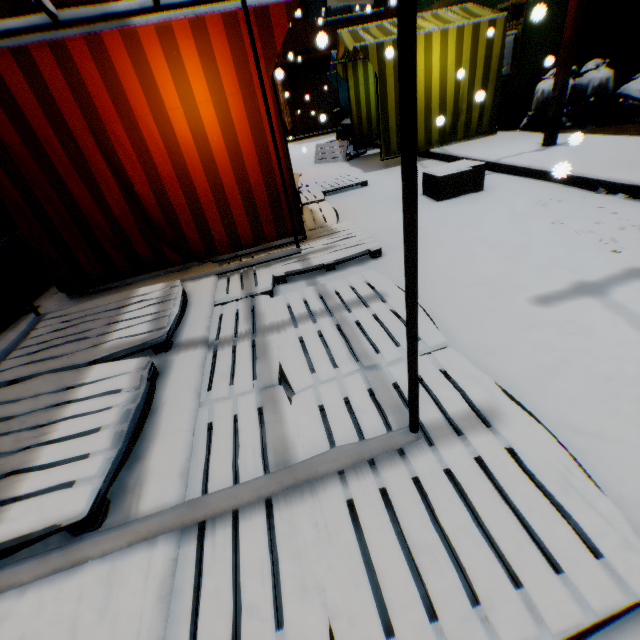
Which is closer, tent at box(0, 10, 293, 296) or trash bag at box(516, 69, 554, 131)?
tent at box(0, 10, 293, 296)

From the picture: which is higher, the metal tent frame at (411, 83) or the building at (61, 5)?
the building at (61, 5)

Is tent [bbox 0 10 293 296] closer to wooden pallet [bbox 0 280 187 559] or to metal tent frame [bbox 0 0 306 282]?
metal tent frame [bbox 0 0 306 282]

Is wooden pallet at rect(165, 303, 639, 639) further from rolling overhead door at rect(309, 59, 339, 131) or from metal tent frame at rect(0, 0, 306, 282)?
rolling overhead door at rect(309, 59, 339, 131)

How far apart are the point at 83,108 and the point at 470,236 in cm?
391

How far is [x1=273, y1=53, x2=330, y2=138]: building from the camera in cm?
1650

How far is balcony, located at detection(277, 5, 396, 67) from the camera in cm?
1390

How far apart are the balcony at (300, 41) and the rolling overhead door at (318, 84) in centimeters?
3cm
